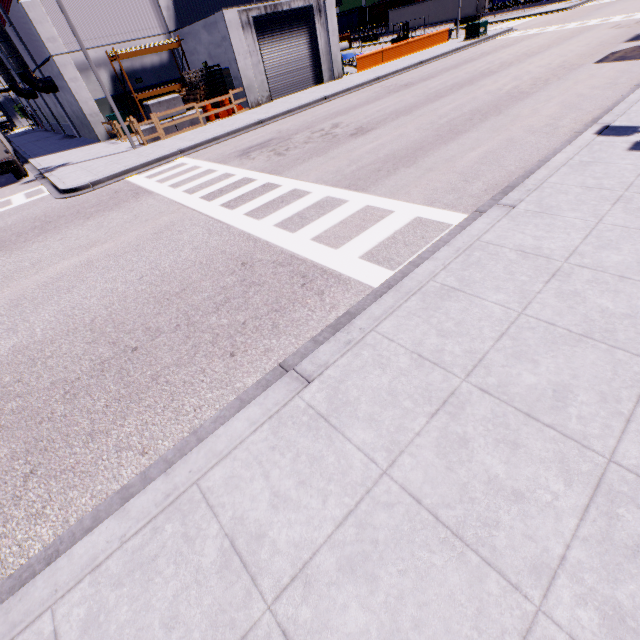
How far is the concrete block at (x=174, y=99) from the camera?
18.1m

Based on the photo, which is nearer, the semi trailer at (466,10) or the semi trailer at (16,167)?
the semi trailer at (16,167)

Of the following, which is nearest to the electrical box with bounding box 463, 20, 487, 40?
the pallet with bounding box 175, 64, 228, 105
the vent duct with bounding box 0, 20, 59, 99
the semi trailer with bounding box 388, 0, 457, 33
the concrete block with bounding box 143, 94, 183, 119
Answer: the semi trailer with bounding box 388, 0, 457, 33

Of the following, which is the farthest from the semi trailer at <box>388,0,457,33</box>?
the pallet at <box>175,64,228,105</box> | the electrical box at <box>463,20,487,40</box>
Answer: the electrical box at <box>463,20,487,40</box>

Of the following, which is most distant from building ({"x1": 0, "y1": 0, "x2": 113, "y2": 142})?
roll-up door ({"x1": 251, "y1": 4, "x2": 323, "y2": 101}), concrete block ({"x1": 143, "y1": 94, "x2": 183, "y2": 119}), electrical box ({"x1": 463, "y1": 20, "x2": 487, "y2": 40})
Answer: concrete block ({"x1": 143, "y1": 94, "x2": 183, "y2": 119})

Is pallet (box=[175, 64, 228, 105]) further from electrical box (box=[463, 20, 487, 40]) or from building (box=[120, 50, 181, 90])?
electrical box (box=[463, 20, 487, 40])

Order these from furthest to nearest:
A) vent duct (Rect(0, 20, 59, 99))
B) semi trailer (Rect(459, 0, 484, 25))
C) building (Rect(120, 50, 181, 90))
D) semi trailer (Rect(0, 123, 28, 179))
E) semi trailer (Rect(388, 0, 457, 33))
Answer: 1. semi trailer (Rect(388, 0, 457, 33))
2. semi trailer (Rect(459, 0, 484, 25))
3. building (Rect(120, 50, 181, 90))
4. vent duct (Rect(0, 20, 59, 99))
5. semi trailer (Rect(0, 123, 28, 179))

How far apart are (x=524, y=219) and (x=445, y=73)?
19.7 meters
